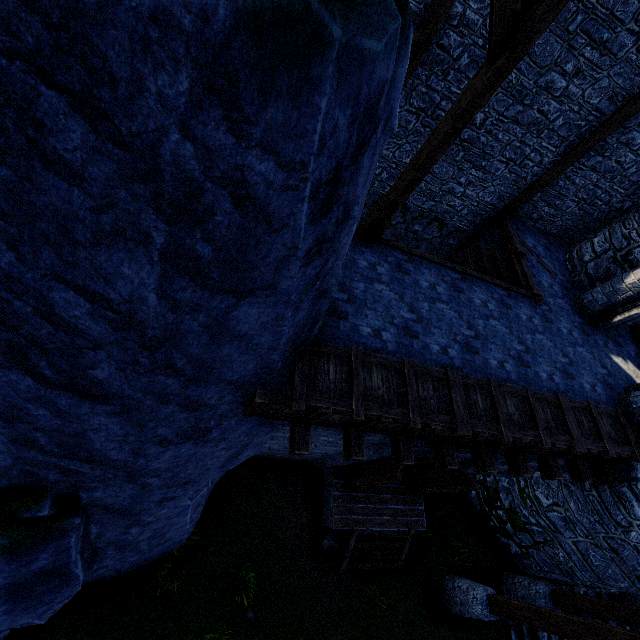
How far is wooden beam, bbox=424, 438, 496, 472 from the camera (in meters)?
6.04

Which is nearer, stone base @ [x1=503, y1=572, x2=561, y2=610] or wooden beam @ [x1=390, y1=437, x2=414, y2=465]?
wooden beam @ [x1=390, y1=437, x2=414, y2=465]

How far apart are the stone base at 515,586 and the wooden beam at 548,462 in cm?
534

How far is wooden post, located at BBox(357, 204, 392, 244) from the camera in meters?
6.1 m

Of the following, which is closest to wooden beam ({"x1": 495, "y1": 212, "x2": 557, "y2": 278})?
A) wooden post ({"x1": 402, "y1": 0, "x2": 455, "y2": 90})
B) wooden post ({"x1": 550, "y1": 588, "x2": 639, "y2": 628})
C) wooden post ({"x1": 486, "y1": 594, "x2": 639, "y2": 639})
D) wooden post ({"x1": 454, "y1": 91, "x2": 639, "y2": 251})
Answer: wooden post ({"x1": 454, "y1": 91, "x2": 639, "y2": 251})

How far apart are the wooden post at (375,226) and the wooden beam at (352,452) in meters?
3.6

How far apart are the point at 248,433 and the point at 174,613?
5.43m

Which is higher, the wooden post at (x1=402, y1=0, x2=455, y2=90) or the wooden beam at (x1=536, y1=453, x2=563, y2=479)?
the wooden post at (x1=402, y1=0, x2=455, y2=90)
